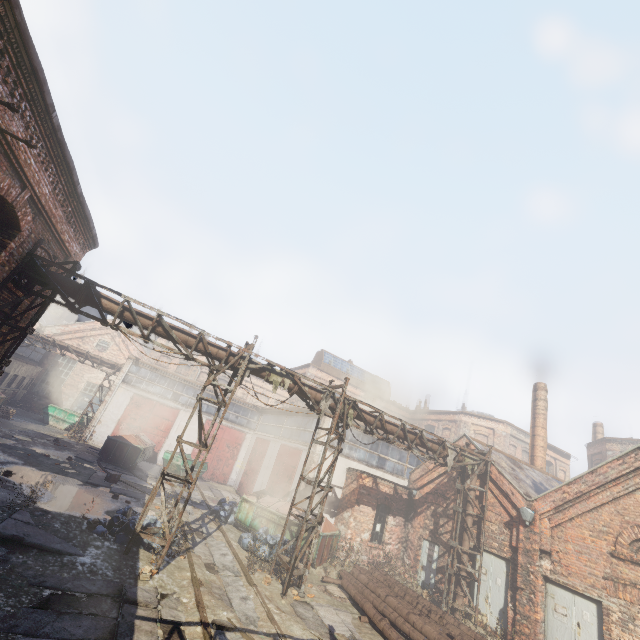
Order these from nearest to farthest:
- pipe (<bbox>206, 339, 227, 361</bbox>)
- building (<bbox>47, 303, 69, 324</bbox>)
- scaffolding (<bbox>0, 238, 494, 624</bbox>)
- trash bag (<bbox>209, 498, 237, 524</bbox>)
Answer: scaffolding (<bbox>0, 238, 494, 624</bbox>), pipe (<bbox>206, 339, 227, 361</bbox>), trash bag (<bbox>209, 498, 237, 524</bbox>), building (<bbox>47, 303, 69, 324</bbox>)

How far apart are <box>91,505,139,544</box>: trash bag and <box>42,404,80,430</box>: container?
20.1m

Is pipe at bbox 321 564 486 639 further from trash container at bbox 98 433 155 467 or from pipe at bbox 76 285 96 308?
trash container at bbox 98 433 155 467

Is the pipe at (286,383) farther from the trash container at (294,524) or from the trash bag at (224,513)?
the trash bag at (224,513)

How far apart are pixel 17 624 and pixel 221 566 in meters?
6.1

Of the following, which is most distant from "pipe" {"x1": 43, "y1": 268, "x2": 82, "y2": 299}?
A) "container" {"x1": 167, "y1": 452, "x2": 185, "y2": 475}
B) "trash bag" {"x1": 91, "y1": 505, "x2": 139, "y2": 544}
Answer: "container" {"x1": 167, "y1": 452, "x2": 185, "y2": 475}

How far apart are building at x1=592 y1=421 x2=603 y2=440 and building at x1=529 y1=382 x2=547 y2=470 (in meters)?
18.76

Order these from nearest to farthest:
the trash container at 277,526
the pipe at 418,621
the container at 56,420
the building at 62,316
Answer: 1. the pipe at 418,621
2. the trash container at 277,526
3. the container at 56,420
4. the building at 62,316
